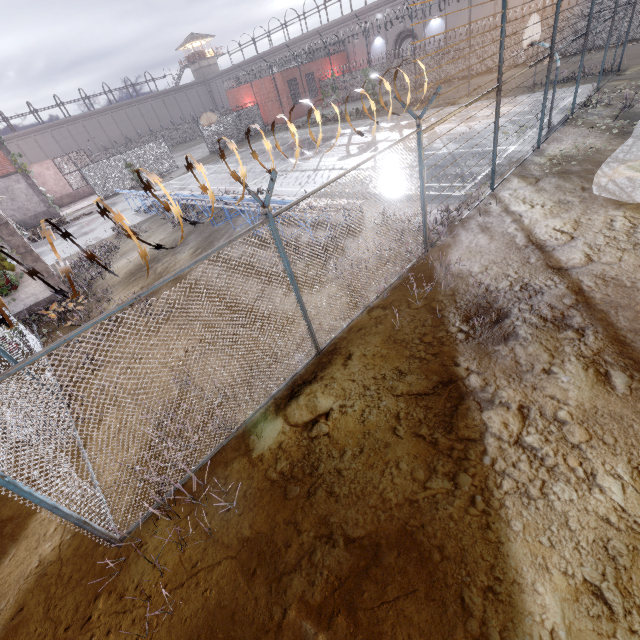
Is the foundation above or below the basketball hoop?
below

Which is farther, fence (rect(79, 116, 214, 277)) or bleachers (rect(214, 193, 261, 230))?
bleachers (rect(214, 193, 261, 230))

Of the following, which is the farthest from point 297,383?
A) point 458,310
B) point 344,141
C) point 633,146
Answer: point 344,141

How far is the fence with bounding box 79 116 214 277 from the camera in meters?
2.9 m

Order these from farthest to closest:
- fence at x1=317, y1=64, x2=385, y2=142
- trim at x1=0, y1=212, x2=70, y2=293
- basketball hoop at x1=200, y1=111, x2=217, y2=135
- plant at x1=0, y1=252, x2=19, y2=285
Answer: basketball hoop at x1=200, y1=111, x2=217, y2=135, trim at x1=0, y1=212, x2=70, y2=293, plant at x1=0, y1=252, x2=19, y2=285, fence at x1=317, y1=64, x2=385, y2=142

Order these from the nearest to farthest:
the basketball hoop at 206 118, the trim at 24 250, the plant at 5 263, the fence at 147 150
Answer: the fence at 147 150, the plant at 5 263, the trim at 24 250, the basketball hoop at 206 118

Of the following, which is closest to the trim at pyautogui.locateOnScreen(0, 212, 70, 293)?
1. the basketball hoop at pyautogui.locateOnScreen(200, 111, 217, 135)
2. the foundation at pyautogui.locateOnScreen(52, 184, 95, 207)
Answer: the basketball hoop at pyautogui.locateOnScreen(200, 111, 217, 135)

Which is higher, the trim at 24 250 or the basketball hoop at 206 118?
the basketball hoop at 206 118
